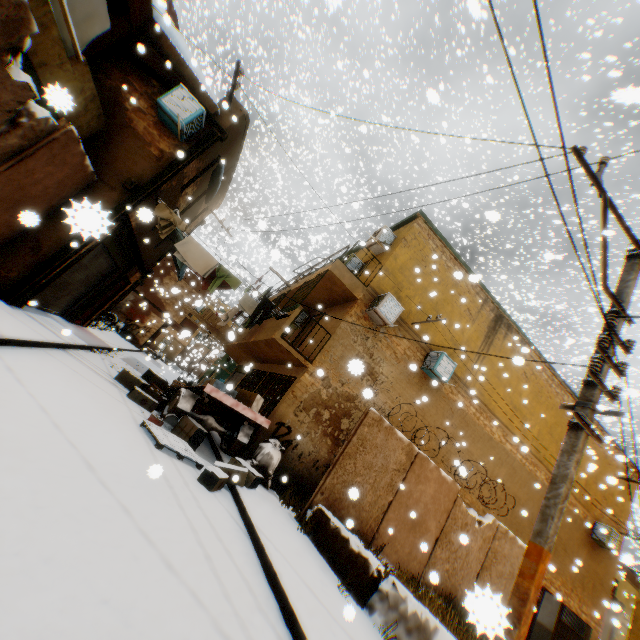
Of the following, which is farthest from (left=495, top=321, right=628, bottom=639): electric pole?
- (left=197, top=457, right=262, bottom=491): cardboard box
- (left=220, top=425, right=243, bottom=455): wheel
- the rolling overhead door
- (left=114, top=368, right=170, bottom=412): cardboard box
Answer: (left=220, top=425, right=243, bottom=455): wheel

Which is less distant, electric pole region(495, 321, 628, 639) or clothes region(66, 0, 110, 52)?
electric pole region(495, 321, 628, 639)

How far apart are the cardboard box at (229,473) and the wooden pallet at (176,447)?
0.2 meters

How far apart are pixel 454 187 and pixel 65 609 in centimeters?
2929cm

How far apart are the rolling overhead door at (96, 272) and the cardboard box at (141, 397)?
0.1m

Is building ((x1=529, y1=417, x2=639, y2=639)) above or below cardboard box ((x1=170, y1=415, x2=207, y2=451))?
above

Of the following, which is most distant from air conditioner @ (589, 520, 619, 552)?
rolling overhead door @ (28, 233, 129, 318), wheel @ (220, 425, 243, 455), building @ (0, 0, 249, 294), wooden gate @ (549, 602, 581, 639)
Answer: rolling overhead door @ (28, 233, 129, 318)

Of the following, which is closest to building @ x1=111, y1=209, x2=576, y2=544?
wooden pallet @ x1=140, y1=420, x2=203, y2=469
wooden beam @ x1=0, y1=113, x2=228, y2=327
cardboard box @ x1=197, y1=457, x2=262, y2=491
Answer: wooden beam @ x1=0, y1=113, x2=228, y2=327
